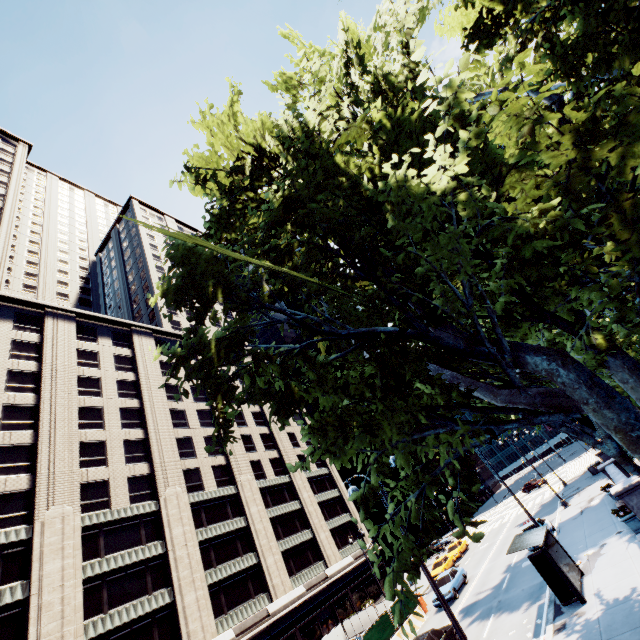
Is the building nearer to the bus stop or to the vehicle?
the vehicle

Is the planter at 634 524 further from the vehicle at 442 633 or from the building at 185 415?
the building at 185 415

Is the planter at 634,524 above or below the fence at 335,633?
below

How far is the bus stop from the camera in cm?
1347

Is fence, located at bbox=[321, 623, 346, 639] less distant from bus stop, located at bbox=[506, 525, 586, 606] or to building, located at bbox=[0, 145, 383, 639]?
building, located at bbox=[0, 145, 383, 639]

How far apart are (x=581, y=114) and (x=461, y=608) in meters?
28.9 m

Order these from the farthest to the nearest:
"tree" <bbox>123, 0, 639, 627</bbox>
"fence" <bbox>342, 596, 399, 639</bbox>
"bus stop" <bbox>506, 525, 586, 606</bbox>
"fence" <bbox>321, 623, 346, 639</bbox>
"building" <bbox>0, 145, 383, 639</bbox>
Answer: "fence" <bbox>321, 623, 346, 639</bbox> < "building" <bbox>0, 145, 383, 639</bbox> < "fence" <bbox>342, 596, 399, 639</bbox> < "bus stop" <bbox>506, 525, 586, 606</bbox> < "tree" <bbox>123, 0, 639, 627</bbox>

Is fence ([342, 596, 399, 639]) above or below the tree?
below
